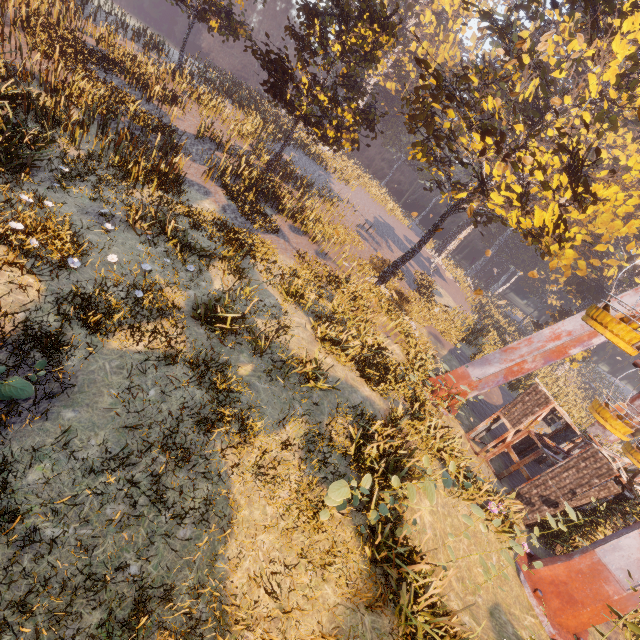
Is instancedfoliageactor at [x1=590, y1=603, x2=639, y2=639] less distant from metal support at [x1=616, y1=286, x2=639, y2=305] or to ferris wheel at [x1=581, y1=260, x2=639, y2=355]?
metal support at [x1=616, y1=286, x2=639, y2=305]

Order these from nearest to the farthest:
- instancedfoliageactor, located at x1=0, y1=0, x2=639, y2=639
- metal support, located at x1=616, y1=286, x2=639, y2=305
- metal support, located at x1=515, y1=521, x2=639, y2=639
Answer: instancedfoliageactor, located at x1=0, y1=0, x2=639, y2=639 < metal support, located at x1=515, y1=521, x2=639, y2=639 < metal support, located at x1=616, y1=286, x2=639, y2=305

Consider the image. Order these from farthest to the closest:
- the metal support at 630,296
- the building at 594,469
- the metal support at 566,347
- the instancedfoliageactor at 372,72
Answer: the metal support at 566,347
the metal support at 630,296
the building at 594,469
the instancedfoliageactor at 372,72

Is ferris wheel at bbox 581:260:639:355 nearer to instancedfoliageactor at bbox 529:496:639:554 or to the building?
the building

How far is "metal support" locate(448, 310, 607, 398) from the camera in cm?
1431

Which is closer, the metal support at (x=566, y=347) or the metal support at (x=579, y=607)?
the metal support at (x=579, y=607)

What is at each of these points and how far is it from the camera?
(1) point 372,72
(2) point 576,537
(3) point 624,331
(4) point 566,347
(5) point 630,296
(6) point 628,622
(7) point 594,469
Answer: (1) instancedfoliageactor, 20.5 meters
(2) instancedfoliageactor, 12.7 meters
(3) ferris wheel, 8.6 meters
(4) metal support, 14.4 meters
(5) metal support, 13.9 meters
(6) instancedfoliageactor, 7.1 meters
(7) building, 11.2 meters

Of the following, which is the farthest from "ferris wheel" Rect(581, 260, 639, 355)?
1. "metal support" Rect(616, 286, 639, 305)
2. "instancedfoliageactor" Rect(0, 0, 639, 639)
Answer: "instancedfoliageactor" Rect(0, 0, 639, 639)
